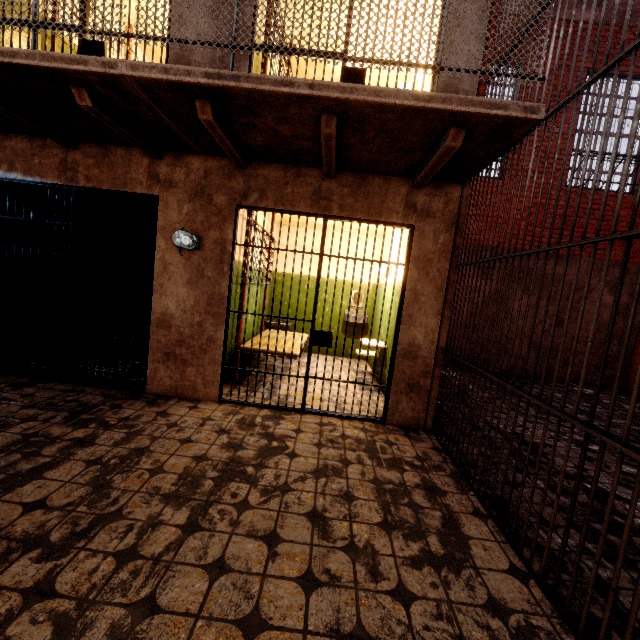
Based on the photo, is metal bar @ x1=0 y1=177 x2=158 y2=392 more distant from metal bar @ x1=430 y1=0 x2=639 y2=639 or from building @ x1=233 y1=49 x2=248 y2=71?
metal bar @ x1=430 y1=0 x2=639 y2=639

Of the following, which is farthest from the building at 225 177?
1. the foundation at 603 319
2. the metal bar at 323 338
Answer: the foundation at 603 319

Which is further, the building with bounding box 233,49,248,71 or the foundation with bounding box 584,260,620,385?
the foundation with bounding box 584,260,620,385

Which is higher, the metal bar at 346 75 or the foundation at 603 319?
the metal bar at 346 75

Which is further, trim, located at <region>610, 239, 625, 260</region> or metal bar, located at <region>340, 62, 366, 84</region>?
trim, located at <region>610, 239, 625, 260</region>

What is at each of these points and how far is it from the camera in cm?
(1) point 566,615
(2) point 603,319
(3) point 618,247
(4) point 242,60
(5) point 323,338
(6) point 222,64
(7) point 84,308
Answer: (1) metal bar, 166
(2) foundation, 761
(3) trim, 743
(4) building, 358
(5) metal bar, 391
(6) building, 359
(7) metal bar, 398

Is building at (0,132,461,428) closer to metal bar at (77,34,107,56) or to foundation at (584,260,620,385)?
metal bar at (77,34,107,56)

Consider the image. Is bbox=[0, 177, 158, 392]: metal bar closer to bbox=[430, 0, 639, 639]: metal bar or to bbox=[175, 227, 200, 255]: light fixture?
bbox=[175, 227, 200, 255]: light fixture
